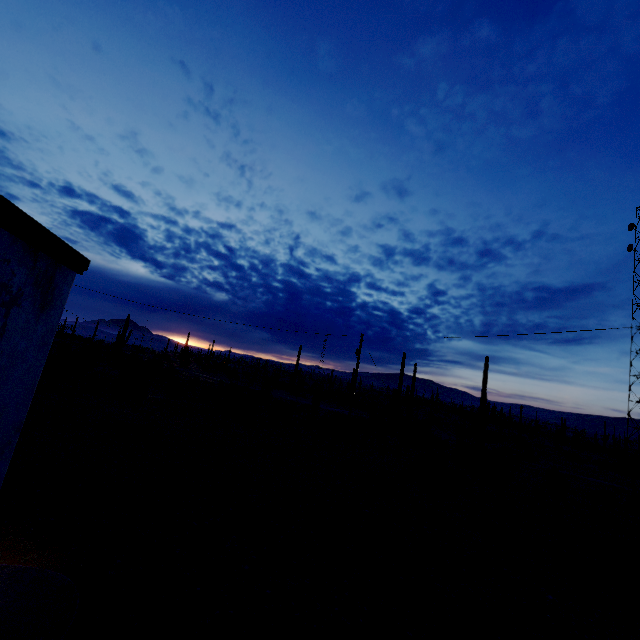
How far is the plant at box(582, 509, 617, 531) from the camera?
16.0 meters

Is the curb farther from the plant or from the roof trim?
the plant

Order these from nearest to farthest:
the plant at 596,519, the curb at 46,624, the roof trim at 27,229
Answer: the roof trim at 27,229 → the curb at 46,624 → the plant at 596,519

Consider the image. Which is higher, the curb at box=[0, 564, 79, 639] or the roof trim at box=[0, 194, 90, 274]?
the roof trim at box=[0, 194, 90, 274]

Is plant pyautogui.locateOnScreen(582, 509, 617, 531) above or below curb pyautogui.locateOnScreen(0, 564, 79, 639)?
below

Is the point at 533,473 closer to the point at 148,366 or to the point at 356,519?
the point at 356,519

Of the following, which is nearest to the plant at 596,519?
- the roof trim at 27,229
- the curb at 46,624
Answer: the curb at 46,624
